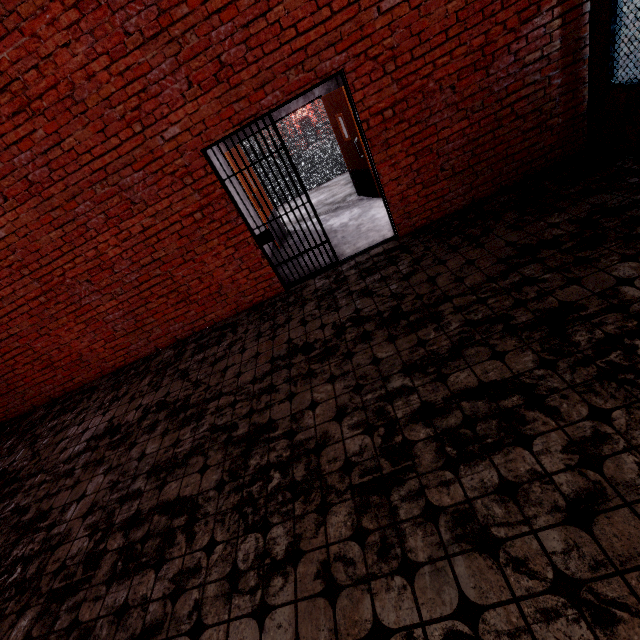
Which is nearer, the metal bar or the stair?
the metal bar

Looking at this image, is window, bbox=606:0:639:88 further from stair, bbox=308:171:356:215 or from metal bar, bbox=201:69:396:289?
stair, bbox=308:171:356:215

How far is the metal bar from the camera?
4.3 meters

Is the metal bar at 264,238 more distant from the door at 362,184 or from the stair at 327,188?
the stair at 327,188

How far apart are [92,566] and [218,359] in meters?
2.6

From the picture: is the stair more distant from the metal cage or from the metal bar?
the metal bar

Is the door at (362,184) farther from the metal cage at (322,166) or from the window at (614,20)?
the window at (614,20)

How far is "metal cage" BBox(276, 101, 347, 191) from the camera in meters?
9.4
